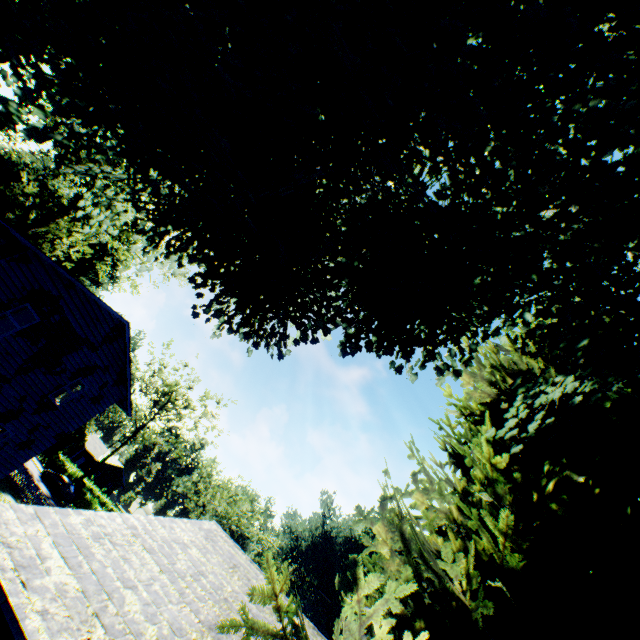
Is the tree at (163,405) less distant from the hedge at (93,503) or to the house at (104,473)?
the hedge at (93,503)

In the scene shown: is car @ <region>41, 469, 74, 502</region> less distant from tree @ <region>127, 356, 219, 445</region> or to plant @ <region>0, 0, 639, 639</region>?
tree @ <region>127, 356, 219, 445</region>

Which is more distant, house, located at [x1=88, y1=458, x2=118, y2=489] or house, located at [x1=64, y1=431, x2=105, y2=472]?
house, located at [x1=88, y1=458, x2=118, y2=489]

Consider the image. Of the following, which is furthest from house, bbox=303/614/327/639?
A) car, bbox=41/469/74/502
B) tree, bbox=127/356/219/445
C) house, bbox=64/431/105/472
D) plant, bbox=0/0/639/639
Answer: house, bbox=64/431/105/472

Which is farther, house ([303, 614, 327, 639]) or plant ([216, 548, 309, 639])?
house ([303, 614, 327, 639])

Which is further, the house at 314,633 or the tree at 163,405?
the tree at 163,405

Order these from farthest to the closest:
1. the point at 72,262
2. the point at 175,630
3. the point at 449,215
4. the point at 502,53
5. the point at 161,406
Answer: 1. the point at 161,406
2. the point at 72,262
3. the point at 502,53
4. the point at 449,215
5. the point at 175,630

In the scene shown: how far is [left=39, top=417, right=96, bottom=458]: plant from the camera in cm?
2975
